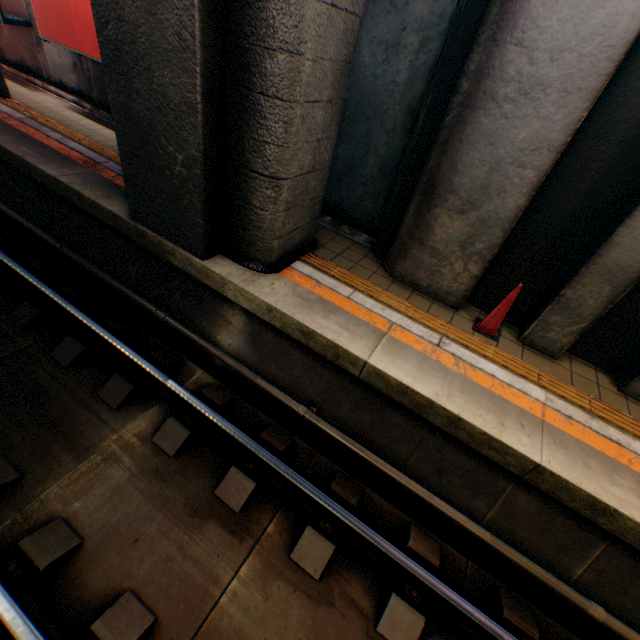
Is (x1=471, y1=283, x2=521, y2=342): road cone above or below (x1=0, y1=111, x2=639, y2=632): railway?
above

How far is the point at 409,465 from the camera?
3.9 meters

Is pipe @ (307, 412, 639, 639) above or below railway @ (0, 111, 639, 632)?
below

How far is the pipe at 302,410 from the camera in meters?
4.2 m

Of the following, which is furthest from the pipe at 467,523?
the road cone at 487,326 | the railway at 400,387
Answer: the road cone at 487,326

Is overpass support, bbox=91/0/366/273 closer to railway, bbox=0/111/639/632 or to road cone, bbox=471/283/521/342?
railway, bbox=0/111/639/632

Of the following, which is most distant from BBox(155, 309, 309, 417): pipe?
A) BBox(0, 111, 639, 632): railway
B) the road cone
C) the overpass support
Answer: the road cone

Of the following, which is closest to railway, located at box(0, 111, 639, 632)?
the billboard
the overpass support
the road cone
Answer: the overpass support
